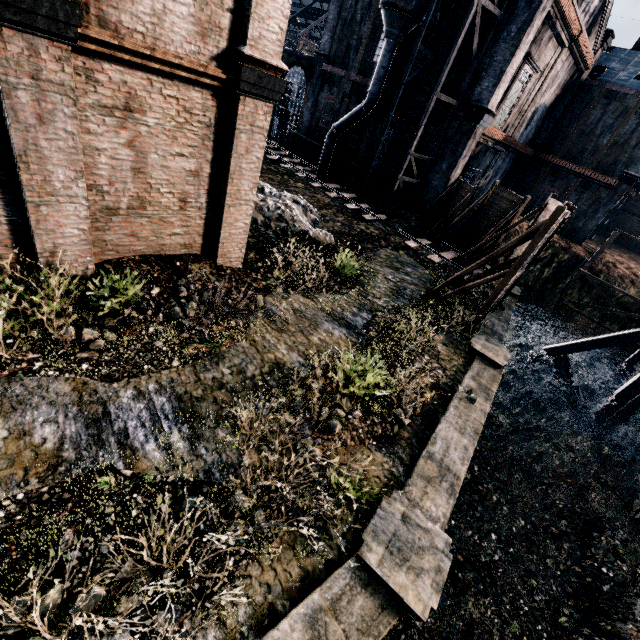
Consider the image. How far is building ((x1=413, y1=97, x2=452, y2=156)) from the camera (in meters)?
22.92

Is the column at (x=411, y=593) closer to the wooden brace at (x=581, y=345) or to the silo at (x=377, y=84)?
the wooden brace at (x=581, y=345)

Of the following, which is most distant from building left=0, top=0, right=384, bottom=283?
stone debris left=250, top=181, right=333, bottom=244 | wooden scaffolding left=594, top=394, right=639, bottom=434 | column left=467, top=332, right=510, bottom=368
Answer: wooden scaffolding left=594, top=394, right=639, bottom=434

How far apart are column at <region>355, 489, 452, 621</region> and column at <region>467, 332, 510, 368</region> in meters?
7.7

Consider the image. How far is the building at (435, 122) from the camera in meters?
22.9

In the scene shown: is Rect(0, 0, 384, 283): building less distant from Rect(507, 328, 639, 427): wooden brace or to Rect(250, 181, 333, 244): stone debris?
Rect(250, 181, 333, 244): stone debris

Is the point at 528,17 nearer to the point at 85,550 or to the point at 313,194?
the point at 313,194

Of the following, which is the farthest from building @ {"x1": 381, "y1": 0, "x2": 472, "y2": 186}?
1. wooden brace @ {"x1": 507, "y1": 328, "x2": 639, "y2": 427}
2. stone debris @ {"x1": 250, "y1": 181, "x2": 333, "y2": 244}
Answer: wooden brace @ {"x1": 507, "y1": 328, "x2": 639, "y2": 427}
